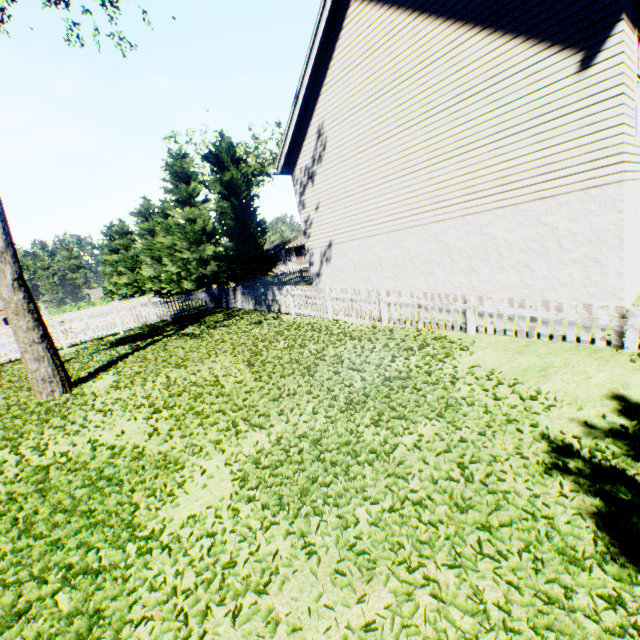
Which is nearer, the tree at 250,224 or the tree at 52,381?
the tree at 52,381

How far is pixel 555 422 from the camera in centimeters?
398cm

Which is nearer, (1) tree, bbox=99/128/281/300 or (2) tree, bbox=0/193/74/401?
(2) tree, bbox=0/193/74/401

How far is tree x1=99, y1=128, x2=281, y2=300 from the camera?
24.0m

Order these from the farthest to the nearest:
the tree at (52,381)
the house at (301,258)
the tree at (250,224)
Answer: the house at (301,258), the tree at (250,224), the tree at (52,381)

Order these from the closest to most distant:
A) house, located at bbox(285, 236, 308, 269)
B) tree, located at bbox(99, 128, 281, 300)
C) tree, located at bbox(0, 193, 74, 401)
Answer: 1. tree, located at bbox(0, 193, 74, 401)
2. tree, located at bbox(99, 128, 281, 300)
3. house, located at bbox(285, 236, 308, 269)

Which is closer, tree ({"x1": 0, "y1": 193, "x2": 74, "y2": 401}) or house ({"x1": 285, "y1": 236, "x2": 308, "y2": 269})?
tree ({"x1": 0, "y1": 193, "x2": 74, "y2": 401})

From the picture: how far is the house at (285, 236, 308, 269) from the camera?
51.31m
